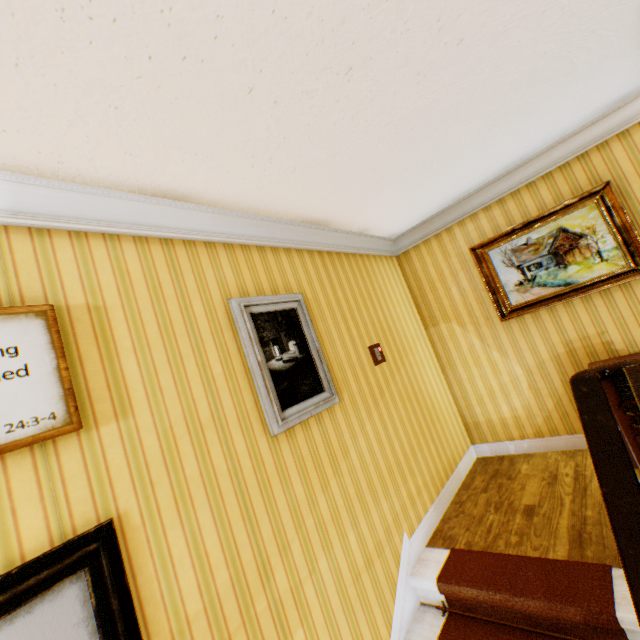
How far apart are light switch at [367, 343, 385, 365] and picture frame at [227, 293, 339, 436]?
0.75m

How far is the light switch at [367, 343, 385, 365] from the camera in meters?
3.4 m

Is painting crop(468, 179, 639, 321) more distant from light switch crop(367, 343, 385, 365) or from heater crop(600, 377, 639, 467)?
light switch crop(367, 343, 385, 365)

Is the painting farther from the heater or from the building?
the heater

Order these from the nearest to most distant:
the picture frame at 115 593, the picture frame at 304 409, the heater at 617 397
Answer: the picture frame at 115 593 → the picture frame at 304 409 → the heater at 617 397

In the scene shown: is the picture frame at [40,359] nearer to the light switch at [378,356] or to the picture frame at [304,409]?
the picture frame at [304,409]

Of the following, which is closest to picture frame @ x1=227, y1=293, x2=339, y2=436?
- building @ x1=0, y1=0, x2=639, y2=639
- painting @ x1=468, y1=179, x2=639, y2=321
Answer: building @ x1=0, y1=0, x2=639, y2=639

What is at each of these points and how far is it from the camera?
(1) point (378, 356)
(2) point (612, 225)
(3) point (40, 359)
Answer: (1) light switch, 3.4m
(2) painting, 3.2m
(3) picture frame, 1.4m
